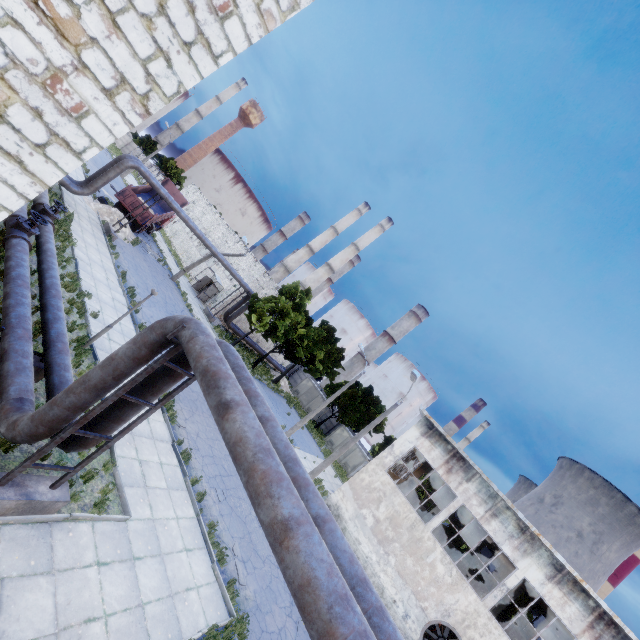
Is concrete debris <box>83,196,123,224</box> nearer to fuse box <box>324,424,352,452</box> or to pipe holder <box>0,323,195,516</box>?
pipe holder <box>0,323,195,516</box>

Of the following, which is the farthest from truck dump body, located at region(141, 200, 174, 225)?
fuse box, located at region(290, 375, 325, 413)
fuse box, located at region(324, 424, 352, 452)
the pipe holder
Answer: fuse box, located at region(324, 424, 352, 452)

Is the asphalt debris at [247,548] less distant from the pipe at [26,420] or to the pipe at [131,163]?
the pipe at [26,420]

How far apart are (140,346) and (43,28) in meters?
4.7 m

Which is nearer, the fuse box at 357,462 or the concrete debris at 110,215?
the concrete debris at 110,215

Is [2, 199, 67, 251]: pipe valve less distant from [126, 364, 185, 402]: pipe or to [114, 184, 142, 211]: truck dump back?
[126, 364, 185, 402]: pipe

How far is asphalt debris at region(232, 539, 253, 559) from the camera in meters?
11.5

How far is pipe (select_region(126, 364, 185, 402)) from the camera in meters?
7.0
